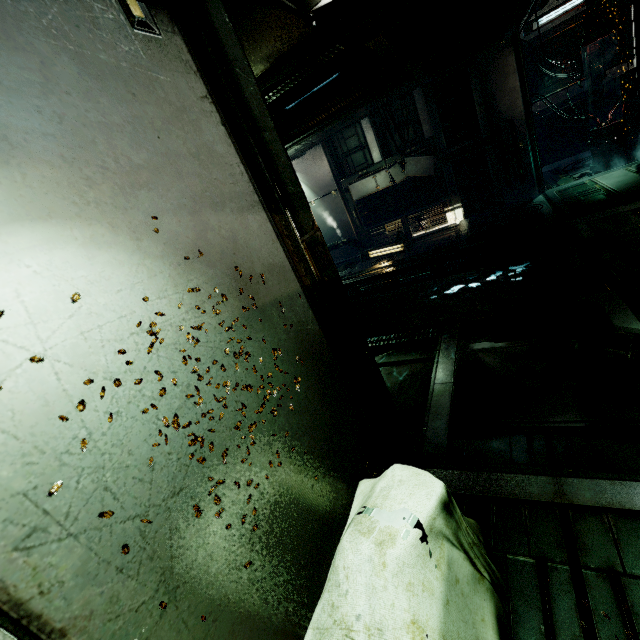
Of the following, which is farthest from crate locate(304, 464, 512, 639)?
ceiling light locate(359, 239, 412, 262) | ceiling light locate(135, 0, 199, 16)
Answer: ceiling light locate(359, 239, 412, 262)

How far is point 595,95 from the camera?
9.82m

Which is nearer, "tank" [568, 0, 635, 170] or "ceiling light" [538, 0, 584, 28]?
"tank" [568, 0, 635, 170]

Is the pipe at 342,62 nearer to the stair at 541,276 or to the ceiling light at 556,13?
the stair at 541,276

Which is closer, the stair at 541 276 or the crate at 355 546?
the crate at 355 546

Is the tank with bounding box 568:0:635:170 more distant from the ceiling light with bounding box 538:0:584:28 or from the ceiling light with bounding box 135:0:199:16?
the ceiling light with bounding box 135:0:199:16

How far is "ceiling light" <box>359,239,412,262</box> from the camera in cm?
1043

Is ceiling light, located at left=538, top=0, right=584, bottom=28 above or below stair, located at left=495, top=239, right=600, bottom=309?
above
